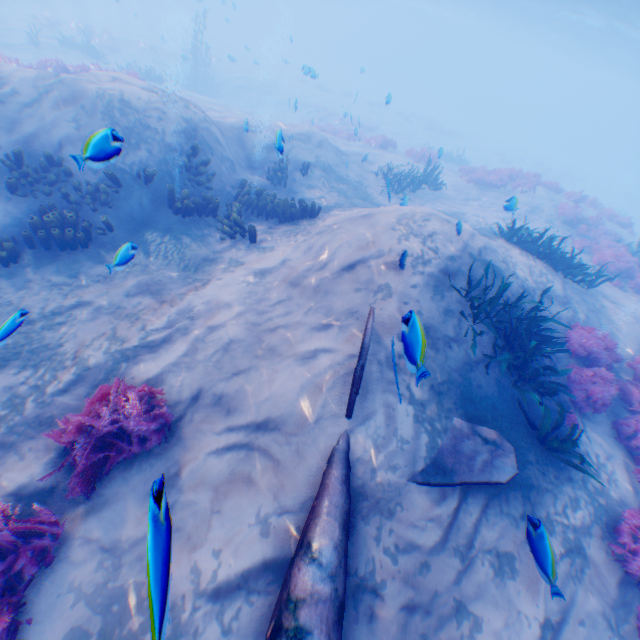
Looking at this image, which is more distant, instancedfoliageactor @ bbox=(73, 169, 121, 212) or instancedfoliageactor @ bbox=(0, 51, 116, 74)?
instancedfoliageactor @ bbox=(0, 51, 116, 74)

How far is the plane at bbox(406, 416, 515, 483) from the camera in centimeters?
483cm

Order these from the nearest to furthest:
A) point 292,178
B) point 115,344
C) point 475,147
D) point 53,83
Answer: point 115,344
point 53,83
point 292,178
point 475,147

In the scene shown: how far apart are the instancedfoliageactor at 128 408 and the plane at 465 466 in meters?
3.4 m

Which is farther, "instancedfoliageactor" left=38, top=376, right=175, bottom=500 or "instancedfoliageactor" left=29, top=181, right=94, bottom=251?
"instancedfoliageactor" left=29, top=181, right=94, bottom=251

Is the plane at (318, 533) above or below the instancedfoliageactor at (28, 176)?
below

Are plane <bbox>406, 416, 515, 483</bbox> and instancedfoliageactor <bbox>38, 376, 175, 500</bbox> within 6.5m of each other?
yes

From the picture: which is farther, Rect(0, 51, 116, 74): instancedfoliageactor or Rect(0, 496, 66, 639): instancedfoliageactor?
Rect(0, 51, 116, 74): instancedfoliageactor
